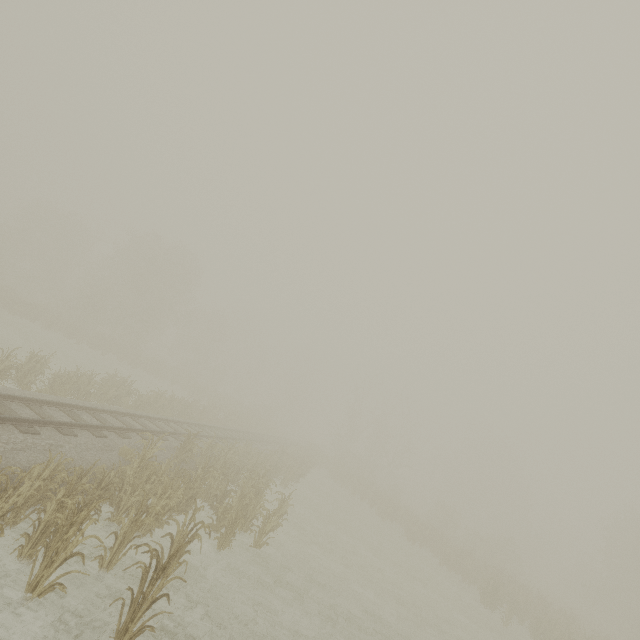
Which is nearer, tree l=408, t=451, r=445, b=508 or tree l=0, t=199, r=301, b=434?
tree l=0, t=199, r=301, b=434

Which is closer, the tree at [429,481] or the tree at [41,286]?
the tree at [41,286]

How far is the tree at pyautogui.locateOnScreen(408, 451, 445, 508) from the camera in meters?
56.4

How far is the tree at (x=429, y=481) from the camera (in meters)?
56.42

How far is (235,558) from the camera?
10.2 meters
